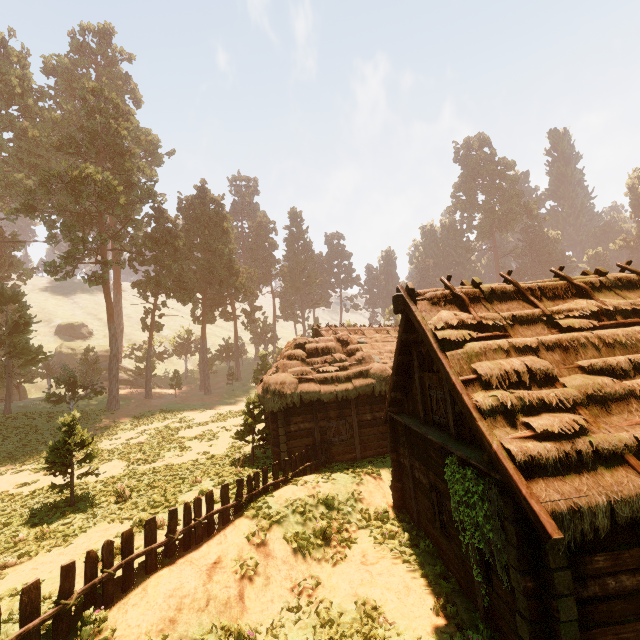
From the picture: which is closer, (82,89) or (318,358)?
(318,358)

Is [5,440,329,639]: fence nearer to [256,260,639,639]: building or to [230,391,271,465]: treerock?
[256,260,639,639]: building

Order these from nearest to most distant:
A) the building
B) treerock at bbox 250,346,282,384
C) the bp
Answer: the building, the bp, treerock at bbox 250,346,282,384

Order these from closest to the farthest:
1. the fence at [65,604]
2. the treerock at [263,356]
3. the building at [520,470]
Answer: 1. the building at [520,470]
2. the fence at [65,604]
3. the treerock at [263,356]

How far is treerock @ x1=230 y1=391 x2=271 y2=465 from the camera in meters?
16.5

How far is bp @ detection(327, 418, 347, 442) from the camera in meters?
16.0

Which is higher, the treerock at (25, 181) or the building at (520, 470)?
the treerock at (25, 181)

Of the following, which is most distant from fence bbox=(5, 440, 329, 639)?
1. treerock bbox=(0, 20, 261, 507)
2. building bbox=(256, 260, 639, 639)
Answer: treerock bbox=(0, 20, 261, 507)
